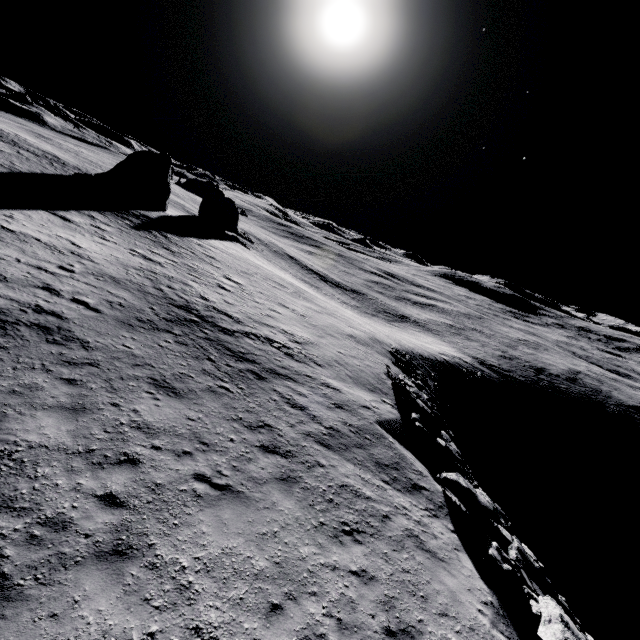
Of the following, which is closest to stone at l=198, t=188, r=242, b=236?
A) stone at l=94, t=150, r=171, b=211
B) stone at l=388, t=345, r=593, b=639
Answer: stone at l=94, t=150, r=171, b=211

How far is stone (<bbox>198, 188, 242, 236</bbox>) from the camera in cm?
4744

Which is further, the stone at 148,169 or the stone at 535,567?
the stone at 148,169

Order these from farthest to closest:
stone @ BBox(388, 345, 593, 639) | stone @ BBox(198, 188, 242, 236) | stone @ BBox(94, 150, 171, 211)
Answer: stone @ BBox(198, 188, 242, 236)
stone @ BBox(94, 150, 171, 211)
stone @ BBox(388, 345, 593, 639)

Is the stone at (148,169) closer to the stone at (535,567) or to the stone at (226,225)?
the stone at (226,225)

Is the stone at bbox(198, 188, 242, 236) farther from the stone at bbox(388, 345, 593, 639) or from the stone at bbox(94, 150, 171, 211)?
the stone at bbox(388, 345, 593, 639)

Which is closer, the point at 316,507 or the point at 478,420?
the point at 316,507
